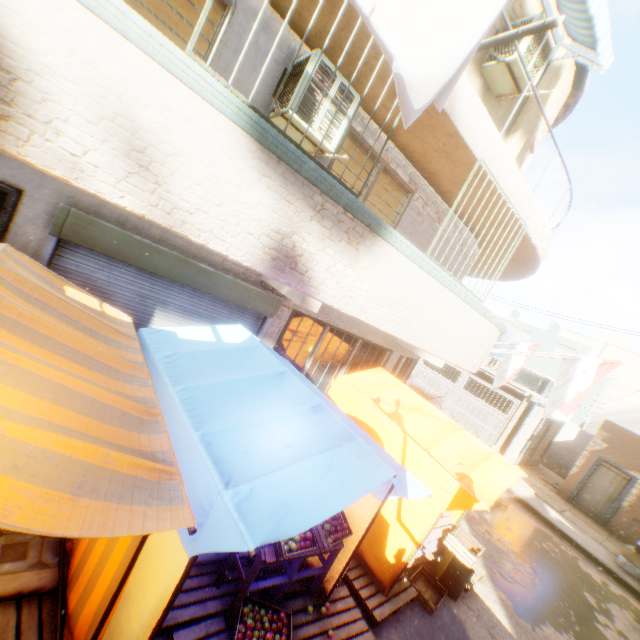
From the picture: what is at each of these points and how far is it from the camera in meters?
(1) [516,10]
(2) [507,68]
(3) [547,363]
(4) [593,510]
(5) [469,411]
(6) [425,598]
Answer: (1) building, 6.1 m
(2) air conditioner, 5.8 m
(3) building, 28.3 m
(4) door, 14.1 m
(5) wooden gate, 16.9 m
(6) wooden box, 5.2 m

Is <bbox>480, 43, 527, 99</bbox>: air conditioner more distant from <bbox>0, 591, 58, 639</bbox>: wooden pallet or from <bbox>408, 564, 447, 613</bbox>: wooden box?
<bbox>408, 564, 447, 613</bbox>: wooden box

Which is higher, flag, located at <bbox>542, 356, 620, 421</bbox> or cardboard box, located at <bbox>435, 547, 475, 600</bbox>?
flag, located at <bbox>542, 356, 620, 421</bbox>

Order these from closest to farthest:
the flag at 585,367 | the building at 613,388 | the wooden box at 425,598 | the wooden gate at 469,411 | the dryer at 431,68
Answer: the dryer at 431,68 < the wooden box at 425,598 < the flag at 585,367 < the wooden gate at 469,411 < the building at 613,388

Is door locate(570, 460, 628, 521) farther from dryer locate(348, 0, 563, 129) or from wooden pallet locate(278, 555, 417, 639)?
wooden pallet locate(278, 555, 417, 639)

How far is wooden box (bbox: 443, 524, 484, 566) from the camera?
5.6 meters

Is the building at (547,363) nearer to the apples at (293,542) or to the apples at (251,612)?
the apples at (293,542)

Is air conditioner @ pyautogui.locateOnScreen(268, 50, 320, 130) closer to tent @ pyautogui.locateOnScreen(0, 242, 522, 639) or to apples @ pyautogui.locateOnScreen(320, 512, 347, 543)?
tent @ pyautogui.locateOnScreen(0, 242, 522, 639)
